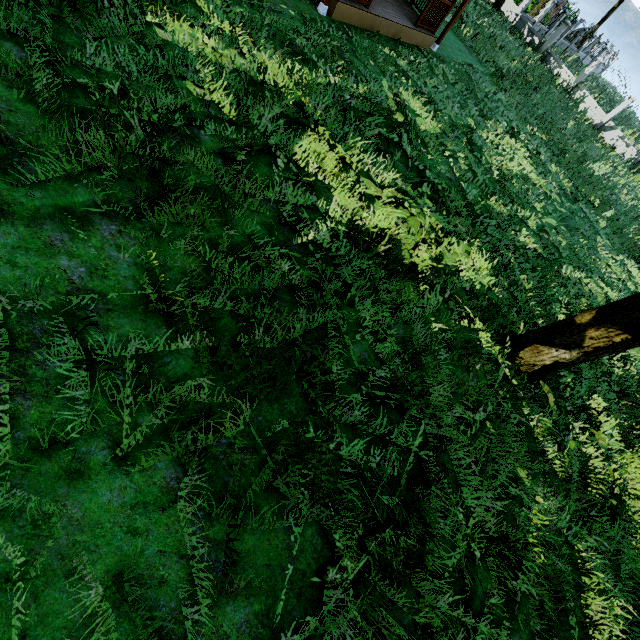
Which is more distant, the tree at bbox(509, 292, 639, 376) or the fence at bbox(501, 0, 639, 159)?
the fence at bbox(501, 0, 639, 159)

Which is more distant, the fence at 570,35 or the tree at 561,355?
the fence at 570,35

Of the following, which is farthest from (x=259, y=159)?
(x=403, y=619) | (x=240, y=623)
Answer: (x=403, y=619)
